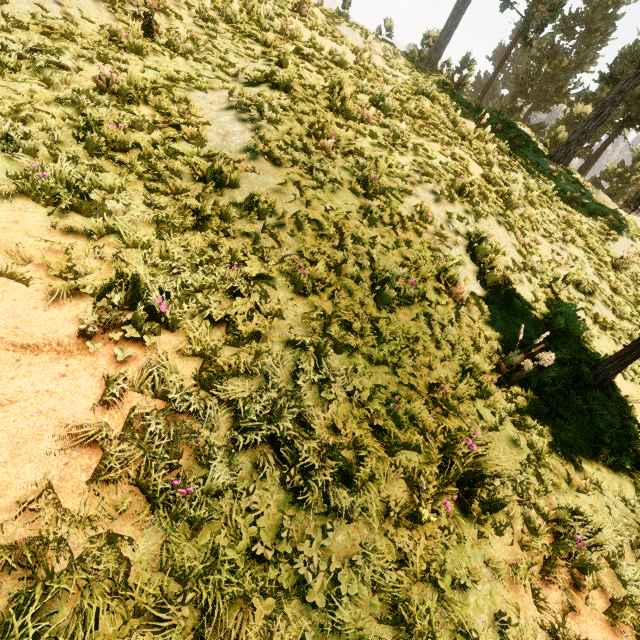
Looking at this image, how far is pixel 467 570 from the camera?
2.5 meters

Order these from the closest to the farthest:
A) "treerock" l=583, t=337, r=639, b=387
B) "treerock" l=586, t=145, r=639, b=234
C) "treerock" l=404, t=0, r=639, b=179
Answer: "treerock" l=583, t=337, r=639, b=387 → "treerock" l=404, t=0, r=639, b=179 → "treerock" l=586, t=145, r=639, b=234

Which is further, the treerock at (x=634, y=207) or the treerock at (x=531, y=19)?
the treerock at (x=634, y=207)

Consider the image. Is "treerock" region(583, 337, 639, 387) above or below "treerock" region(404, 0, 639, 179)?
below

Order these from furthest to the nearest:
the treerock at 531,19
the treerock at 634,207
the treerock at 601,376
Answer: the treerock at 634,207, the treerock at 531,19, the treerock at 601,376

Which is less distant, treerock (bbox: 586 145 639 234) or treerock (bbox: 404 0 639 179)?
treerock (bbox: 404 0 639 179)
